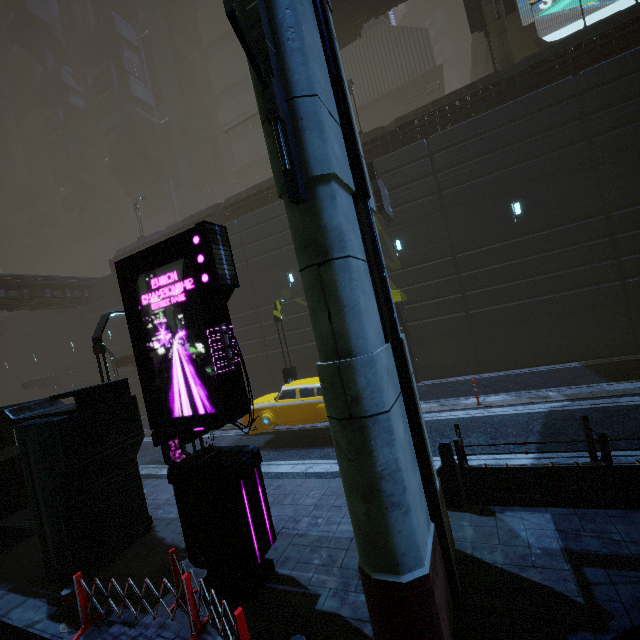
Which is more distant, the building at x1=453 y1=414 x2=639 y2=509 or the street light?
the street light

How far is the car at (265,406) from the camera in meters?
11.1

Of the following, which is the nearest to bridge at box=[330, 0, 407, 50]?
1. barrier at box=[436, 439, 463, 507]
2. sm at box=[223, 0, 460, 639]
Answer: sm at box=[223, 0, 460, 639]

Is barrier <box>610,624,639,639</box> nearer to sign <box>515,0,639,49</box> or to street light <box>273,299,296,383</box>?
street light <box>273,299,296,383</box>

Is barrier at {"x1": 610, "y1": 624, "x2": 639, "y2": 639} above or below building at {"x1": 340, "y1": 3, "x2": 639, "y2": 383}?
below

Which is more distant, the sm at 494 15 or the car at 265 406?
the sm at 494 15

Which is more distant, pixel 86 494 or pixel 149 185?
pixel 149 185

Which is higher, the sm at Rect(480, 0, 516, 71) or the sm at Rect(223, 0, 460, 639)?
A: the sm at Rect(480, 0, 516, 71)
